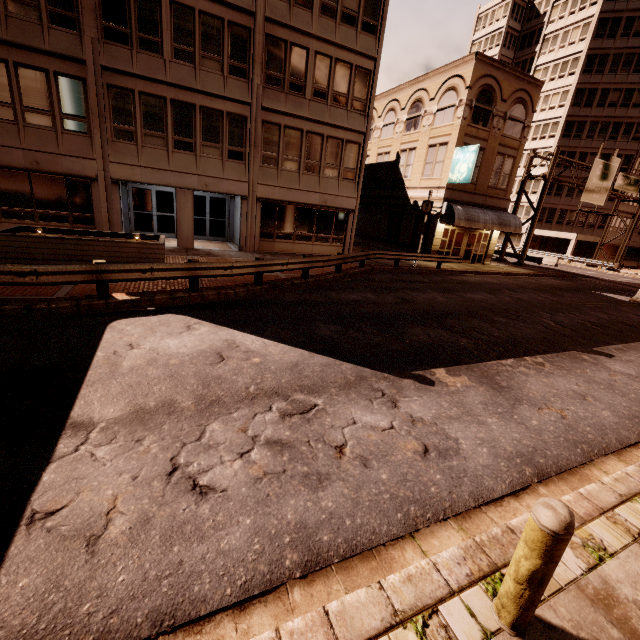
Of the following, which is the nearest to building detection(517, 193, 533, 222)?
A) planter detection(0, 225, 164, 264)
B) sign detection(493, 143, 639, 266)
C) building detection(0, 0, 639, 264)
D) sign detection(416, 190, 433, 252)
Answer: sign detection(493, 143, 639, 266)

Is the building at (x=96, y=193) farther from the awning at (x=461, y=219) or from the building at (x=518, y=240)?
the building at (x=518, y=240)

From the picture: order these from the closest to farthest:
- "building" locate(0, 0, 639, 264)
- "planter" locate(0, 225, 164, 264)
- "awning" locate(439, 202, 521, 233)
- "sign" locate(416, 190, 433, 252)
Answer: "planter" locate(0, 225, 164, 264) → "building" locate(0, 0, 639, 264) → "sign" locate(416, 190, 433, 252) → "awning" locate(439, 202, 521, 233)

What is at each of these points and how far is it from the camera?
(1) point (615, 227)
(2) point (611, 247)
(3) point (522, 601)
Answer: (1) building, 46.44m
(2) building, 48.00m
(3) bollard, 2.37m

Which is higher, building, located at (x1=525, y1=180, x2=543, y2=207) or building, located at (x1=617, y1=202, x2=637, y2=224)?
building, located at (x1=525, y1=180, x2=543, y2=207)

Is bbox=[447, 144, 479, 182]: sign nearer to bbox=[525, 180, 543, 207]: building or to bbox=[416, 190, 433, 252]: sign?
bbox=[416, 190, 433, 252]: sign

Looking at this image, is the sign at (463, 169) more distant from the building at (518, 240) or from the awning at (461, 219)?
the building at (518, 240)

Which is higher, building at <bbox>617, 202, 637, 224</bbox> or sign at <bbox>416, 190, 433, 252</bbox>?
building at <bbox>617, 202, 637, 224</bbox>
